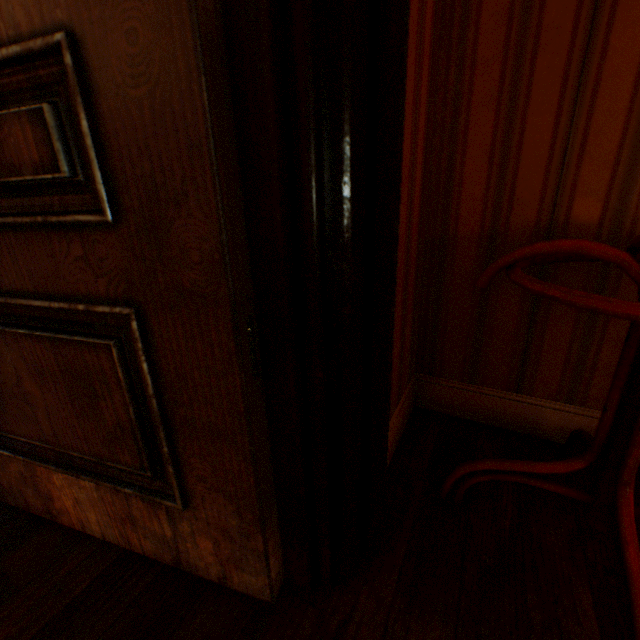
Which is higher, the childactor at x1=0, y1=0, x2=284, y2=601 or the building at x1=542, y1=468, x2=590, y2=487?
the childactor at x1=0, y1=0, x2=284, y2=601

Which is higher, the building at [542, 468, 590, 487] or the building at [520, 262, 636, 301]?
the building at [520, 262, 636, 301]

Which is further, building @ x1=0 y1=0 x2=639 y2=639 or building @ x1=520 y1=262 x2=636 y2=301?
building @ x1=520 y1=262 x2=636 y2=301

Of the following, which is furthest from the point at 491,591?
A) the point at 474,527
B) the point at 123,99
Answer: the point at 123,99

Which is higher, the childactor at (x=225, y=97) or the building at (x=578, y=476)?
the childactor at (x=225, y=97)

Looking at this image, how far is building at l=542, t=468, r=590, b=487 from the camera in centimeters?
103cm

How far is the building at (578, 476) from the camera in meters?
1.0
